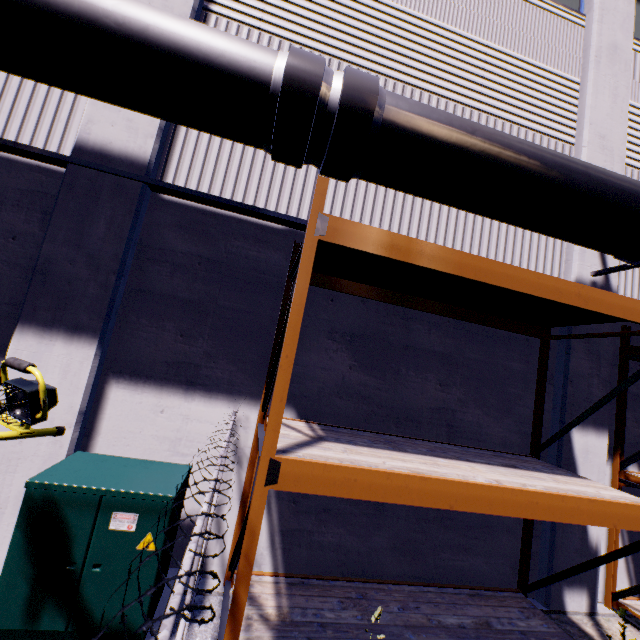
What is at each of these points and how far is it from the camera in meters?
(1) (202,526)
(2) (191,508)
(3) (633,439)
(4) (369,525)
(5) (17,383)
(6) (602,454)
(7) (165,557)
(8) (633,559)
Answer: (1) fence, 1.7
(2) building, 4.3
(3) building, 5.8
(4) building, 4.7
(5) light, 2.0
(6) building, 5.4
(7) electrical box, 3.3
(8) building, 5.6

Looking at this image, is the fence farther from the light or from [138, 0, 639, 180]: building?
the light

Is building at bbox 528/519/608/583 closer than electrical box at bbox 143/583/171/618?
No

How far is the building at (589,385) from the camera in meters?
5.4 m

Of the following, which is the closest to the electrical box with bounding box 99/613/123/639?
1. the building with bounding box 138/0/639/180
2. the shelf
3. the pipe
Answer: the building with bounding box 138/0/639/180

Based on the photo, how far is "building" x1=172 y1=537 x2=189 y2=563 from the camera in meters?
4.2

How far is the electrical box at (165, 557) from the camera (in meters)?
3.09

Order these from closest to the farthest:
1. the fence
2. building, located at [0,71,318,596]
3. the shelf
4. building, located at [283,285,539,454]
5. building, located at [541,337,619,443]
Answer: the fence
the shelf
building, located at [0,71,318,596]
building, located at [283,285,539,454]
building, located at [541,337,619,443]
